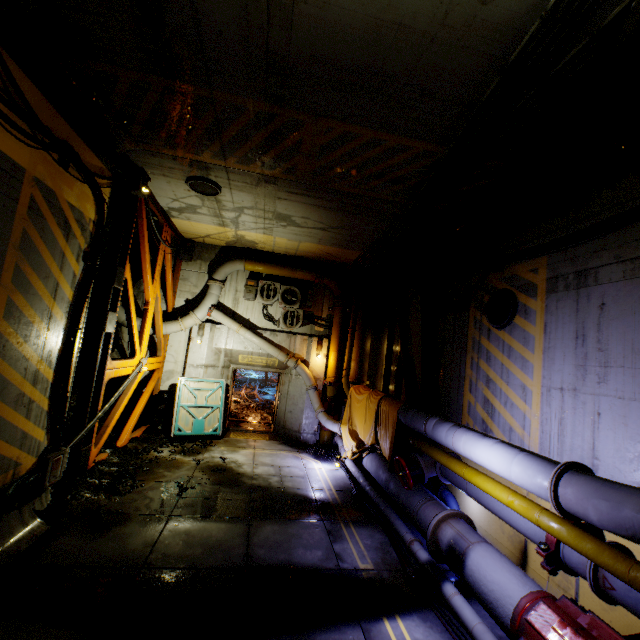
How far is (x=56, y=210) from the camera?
5.0m

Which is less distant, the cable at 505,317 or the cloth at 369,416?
the cable at 505,317

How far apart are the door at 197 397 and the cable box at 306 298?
4.0m

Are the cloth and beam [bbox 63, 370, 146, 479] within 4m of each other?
no

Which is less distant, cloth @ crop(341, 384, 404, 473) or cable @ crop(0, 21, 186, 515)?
cable @ crop(0, 21, 186, 515)

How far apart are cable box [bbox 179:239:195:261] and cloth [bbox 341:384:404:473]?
7.67m

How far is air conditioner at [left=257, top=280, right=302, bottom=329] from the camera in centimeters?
1217cm

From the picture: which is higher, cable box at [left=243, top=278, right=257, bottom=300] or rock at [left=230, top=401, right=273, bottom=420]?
cable box at [left=243, top=278, right=257, bottom=300]
